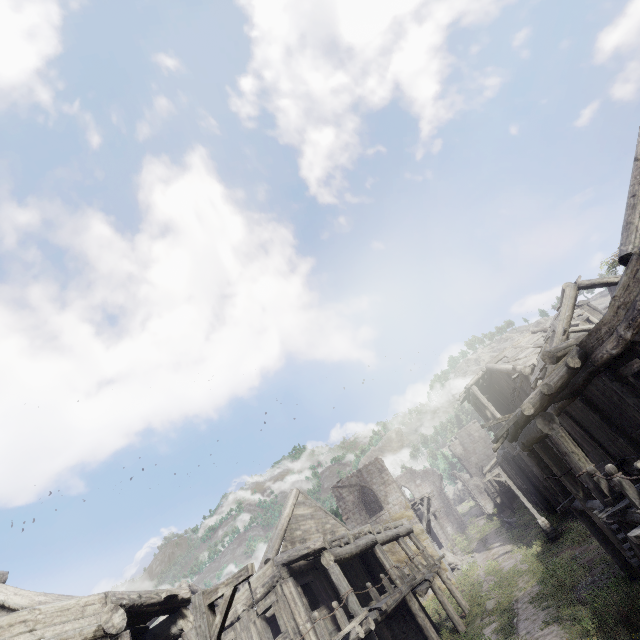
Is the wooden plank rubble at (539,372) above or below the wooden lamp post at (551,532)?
above

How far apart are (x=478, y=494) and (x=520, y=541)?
25.09m

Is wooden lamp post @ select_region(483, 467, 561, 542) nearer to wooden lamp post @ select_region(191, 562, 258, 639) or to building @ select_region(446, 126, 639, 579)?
building @ select_region(446, 126, 639, 579)

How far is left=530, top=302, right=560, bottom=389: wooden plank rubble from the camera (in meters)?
15.31

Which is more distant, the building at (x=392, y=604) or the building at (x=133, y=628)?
the building at (x=392, y=604)

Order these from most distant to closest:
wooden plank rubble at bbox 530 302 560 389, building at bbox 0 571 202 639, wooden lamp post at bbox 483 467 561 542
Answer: wooden lamp post at bbox 483 467 561 542 < wooden plank rubble at bbox 530 302 560 389 < building at bbox 0 571 202 639

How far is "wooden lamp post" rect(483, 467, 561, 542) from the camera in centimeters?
2034cm

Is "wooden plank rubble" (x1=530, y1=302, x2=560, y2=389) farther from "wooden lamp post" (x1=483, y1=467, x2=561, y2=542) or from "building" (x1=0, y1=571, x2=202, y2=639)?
"wooden lamp post" (x1=483, y1=467, x2=561, y2=542)
